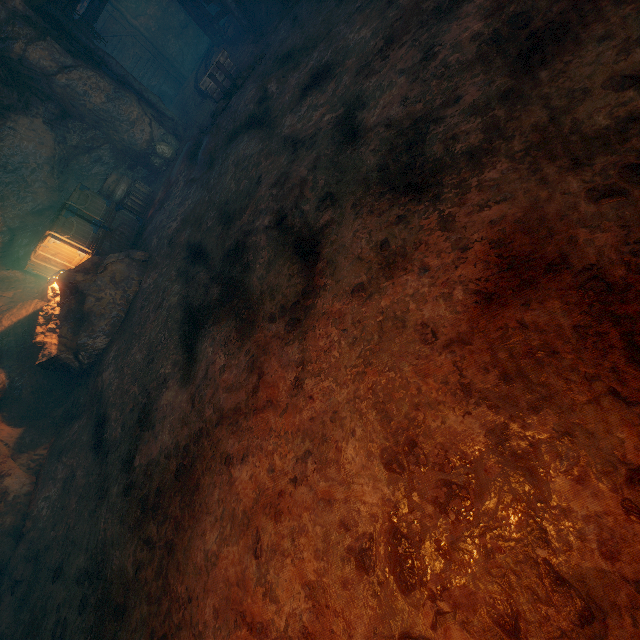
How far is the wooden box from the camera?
8.17m

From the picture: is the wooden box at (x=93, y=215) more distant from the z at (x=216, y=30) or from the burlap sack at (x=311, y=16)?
the z at (x=216, y=30)

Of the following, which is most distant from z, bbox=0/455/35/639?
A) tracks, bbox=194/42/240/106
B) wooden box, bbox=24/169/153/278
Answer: wooden box, bbox=24/169/153/278

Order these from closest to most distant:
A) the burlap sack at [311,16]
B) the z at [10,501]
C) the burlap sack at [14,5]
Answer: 1. the burlap sack at [311,16]
2. the z at [10,501]
3. the burlap sack at [14,5]

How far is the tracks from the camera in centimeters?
893cm

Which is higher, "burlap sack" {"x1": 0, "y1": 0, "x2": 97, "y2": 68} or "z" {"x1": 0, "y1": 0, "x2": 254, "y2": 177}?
"burlap sack" {"x1": 0, "y1": 0, "x2": 97, "y2": 68}

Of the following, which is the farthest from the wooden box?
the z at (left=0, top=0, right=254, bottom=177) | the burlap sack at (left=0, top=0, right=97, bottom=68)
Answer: the z at (left=0, top=0, right=254, bottom=177)

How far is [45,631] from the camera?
4.2 meters
